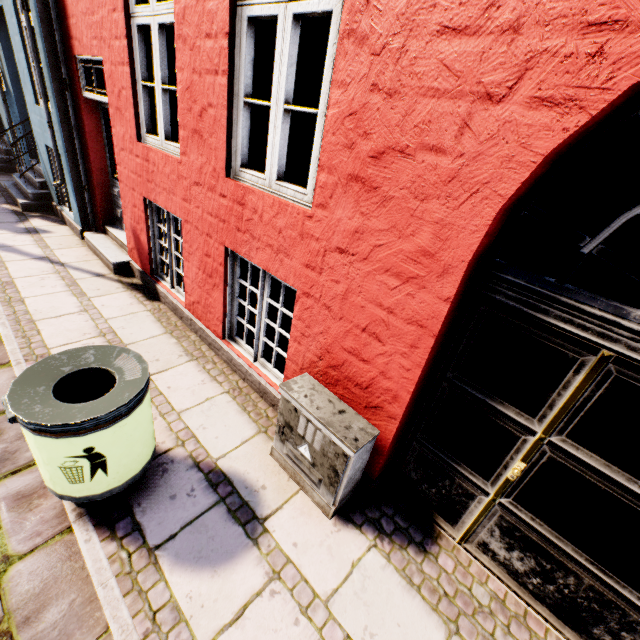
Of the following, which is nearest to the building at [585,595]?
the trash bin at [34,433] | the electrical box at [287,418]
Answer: the electrical box at [287,418]

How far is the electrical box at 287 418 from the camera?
2.23m

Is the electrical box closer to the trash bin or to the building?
the building

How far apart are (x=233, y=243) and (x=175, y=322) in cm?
189

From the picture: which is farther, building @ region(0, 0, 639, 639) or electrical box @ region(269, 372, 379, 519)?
electrical box @ region(269, 372, 379, 519)

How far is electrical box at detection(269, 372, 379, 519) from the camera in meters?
2.2

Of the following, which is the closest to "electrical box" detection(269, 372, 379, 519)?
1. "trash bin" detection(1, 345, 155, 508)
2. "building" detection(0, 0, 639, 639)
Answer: "building" detection(0, 0, 639, 639)
